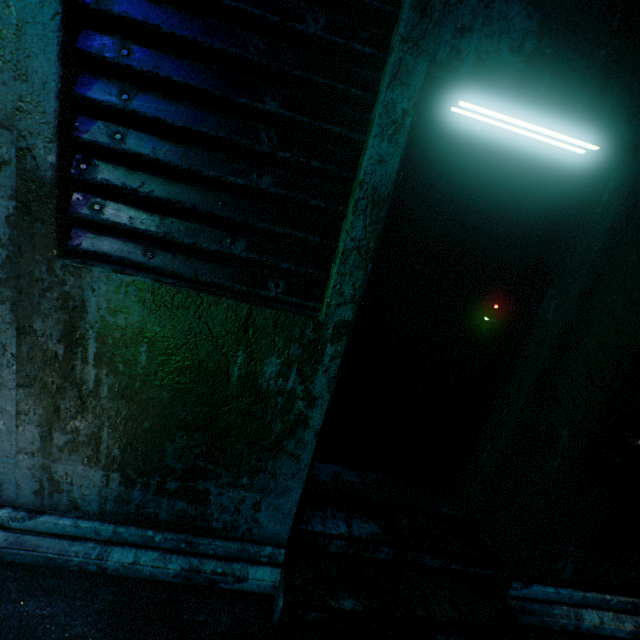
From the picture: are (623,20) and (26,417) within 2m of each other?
no

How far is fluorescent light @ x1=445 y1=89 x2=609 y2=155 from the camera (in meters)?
1.33

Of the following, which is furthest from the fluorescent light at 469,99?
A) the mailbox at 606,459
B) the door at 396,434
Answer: the mailbox at 606,459

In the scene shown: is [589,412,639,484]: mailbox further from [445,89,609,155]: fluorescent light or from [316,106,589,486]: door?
[445,89,609,155]: fluorescent light

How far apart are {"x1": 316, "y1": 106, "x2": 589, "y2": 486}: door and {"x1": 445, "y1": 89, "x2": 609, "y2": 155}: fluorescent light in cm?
11

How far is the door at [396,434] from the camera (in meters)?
1.62

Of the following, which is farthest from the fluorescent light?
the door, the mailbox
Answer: the mailbox
